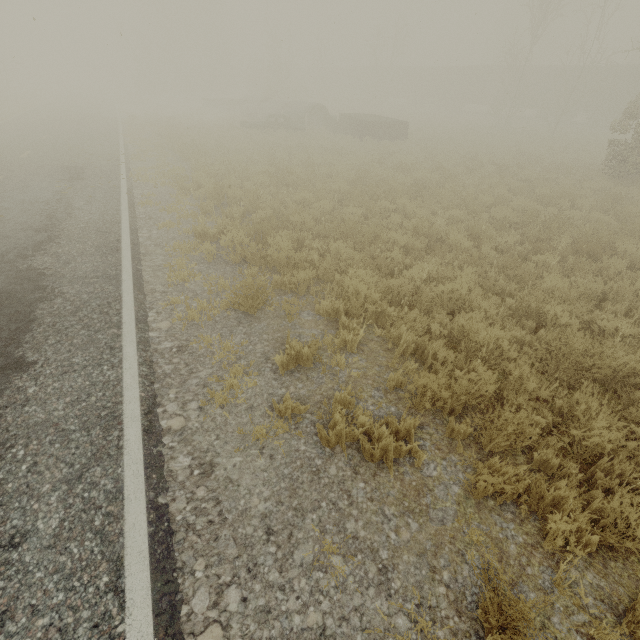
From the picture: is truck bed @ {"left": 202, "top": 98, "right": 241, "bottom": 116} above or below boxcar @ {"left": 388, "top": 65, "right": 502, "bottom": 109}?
below

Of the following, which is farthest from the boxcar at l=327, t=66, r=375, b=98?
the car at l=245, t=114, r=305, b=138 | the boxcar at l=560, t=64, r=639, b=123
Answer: the car at l=245, t=114, r=305, b=138

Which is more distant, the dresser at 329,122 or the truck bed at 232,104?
the truck bed at 232,104

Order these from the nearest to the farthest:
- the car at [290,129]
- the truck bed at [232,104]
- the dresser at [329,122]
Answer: the car at [290,129]
the dresser at [329,122]
the truck bed at [232,104]

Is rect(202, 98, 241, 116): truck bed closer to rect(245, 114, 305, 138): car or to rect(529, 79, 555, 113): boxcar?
rect(245, 114, 305, 138): car

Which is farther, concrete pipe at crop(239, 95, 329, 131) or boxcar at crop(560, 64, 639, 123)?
boxcar at crop(560, 64, 639, 123)

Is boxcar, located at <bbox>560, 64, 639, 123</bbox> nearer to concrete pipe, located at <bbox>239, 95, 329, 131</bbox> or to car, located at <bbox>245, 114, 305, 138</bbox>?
concrete pipe, located at <bbox>239, 95, 329, 131</bbox>

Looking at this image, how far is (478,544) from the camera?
2.8 meters
